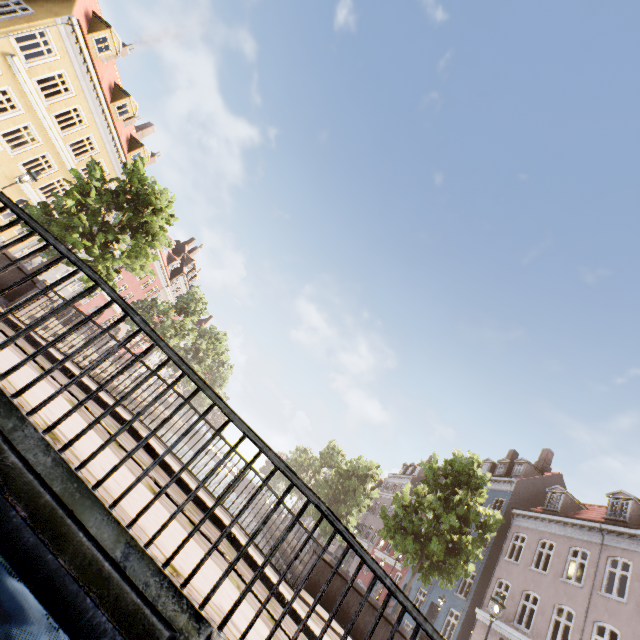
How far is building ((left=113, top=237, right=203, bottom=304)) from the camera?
35.1 meters

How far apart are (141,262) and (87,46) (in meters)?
12.35

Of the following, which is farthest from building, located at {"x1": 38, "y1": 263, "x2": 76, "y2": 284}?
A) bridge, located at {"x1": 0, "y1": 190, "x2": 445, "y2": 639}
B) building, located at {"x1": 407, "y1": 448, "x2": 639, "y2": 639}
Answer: building, located at {"x1": 407, "y1": 448, "x2": 639, "y2": 639}

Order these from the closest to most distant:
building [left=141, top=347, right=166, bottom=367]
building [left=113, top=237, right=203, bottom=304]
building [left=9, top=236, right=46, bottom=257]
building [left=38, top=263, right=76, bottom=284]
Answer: building [left=9, top=236, right=46, bottom=257] < building [left=38, top=263, right=76, bottom=284] < building [left=113, top=237, right=203, bottom=304] < building [left=141, top=347, right=166, bottom=367]

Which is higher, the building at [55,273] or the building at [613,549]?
the building at [613,549]

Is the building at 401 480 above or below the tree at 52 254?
above

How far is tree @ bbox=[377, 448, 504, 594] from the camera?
13.3 meters

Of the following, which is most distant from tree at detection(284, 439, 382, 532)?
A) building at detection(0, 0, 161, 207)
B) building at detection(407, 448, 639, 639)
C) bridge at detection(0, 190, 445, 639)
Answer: building at detection(0, 0, 161, 207)
